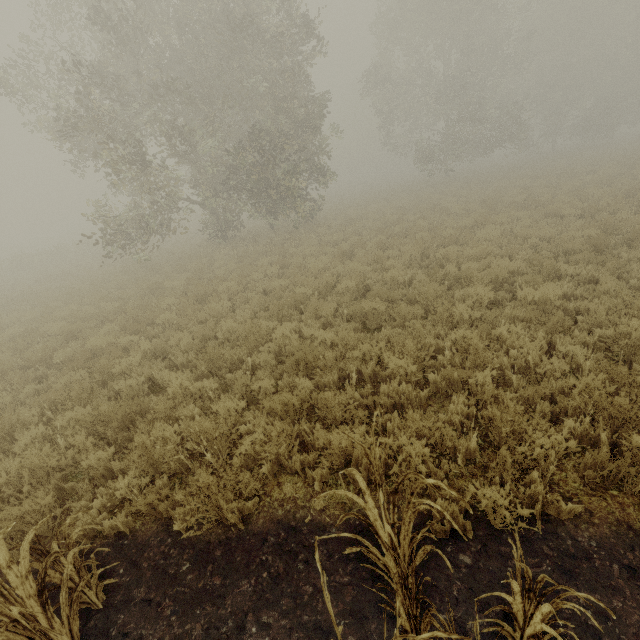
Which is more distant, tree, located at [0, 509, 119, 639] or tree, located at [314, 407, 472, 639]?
tree, located at [0, 509, 119, 639]

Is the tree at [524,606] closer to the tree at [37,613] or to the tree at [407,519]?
the tree at [407,519]

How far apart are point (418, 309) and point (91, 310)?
11.4 meters

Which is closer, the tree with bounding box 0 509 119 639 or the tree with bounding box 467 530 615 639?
the tree with bounding box 467 530 615 639

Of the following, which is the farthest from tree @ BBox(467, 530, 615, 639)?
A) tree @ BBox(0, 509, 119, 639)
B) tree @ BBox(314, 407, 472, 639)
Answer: tree @ BBox(0, 509, 119, 639)

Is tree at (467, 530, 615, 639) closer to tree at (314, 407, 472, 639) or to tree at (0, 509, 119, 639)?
tree at (314, 407, 472, 639)
